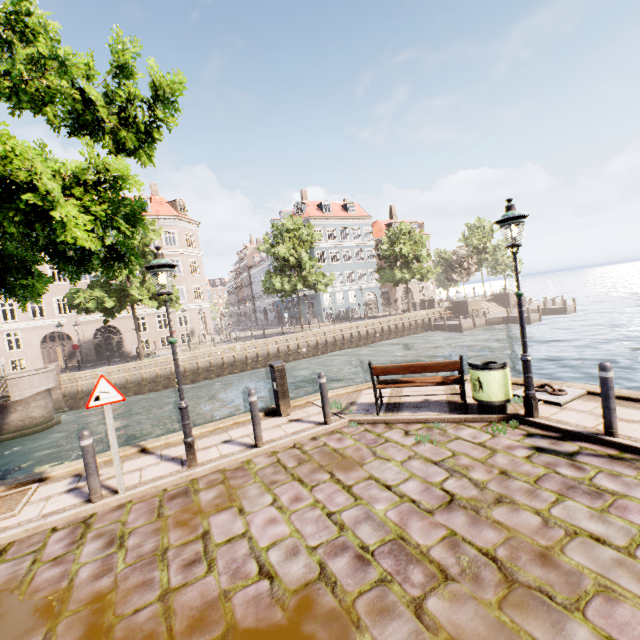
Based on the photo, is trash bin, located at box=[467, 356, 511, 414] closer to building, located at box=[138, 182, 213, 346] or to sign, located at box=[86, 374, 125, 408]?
sign, located at box=[86, 374, 125, 408]

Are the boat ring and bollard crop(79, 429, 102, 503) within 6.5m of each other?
no

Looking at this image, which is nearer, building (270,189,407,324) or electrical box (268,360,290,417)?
electrical box (268,360,290,417)

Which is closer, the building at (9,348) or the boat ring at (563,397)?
the boat ring at (563,397)

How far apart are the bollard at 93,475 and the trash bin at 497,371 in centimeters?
662cm

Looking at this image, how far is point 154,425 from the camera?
16.2m

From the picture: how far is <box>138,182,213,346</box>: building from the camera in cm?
3416

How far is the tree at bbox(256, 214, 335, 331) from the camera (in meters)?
28.06
